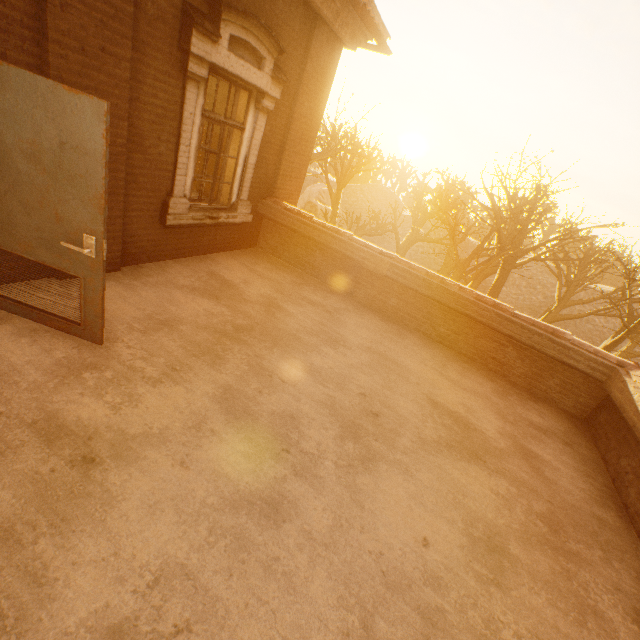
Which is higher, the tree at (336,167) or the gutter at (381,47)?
the gutter at (381,47)

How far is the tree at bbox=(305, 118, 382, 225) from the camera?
16.51m

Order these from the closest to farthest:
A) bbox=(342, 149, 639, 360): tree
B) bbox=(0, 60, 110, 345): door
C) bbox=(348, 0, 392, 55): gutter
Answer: bbox=(0, 60, 110, 345): door, bbox=(348, 0, 392, 55): gutter, bbox=(342, 149, 639, 360): tree

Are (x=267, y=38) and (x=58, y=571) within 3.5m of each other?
no

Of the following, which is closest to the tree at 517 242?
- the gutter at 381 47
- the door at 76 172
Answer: the gutter at 381 47

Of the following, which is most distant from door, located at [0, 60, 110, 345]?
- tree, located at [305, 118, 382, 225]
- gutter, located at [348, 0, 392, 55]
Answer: tree, located at [305, 118, 382, 225]

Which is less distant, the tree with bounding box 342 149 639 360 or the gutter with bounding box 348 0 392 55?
the gutter with bounding box 348 0 392 55
